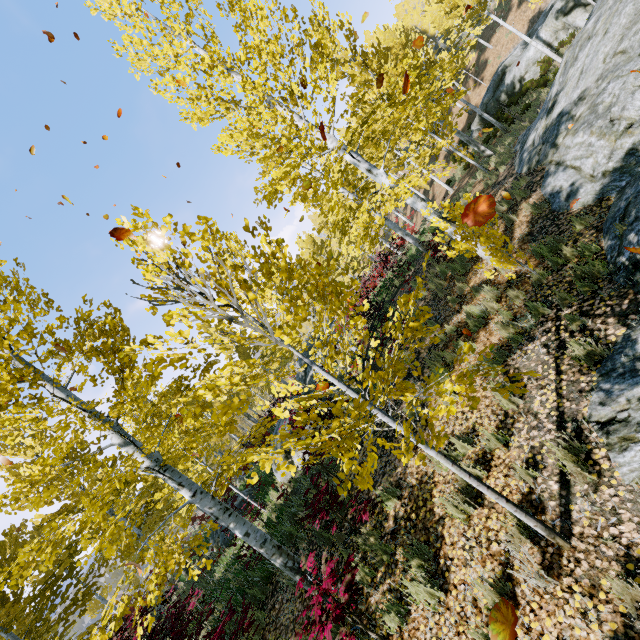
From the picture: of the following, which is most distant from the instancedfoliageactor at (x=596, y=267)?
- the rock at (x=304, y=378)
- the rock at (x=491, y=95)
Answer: the rock at (x=304, y=378)

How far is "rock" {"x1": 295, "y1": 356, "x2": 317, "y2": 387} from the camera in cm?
1883

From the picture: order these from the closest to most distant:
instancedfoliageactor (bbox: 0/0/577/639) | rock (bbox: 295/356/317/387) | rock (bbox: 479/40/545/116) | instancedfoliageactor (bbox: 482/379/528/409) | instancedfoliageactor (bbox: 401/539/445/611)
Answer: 1. instancedfoliageactor (bbox: 482/379/528/409)
2. instancedfoliageactor (bbox: 0/0/577/639)
3. instancedfoliageactor (bbox: 401/539/445/611)
4. rock (bbox: 295/356/317/387)
5. rock (bbox: 479/40/545/116)

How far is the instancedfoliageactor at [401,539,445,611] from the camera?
3.7m

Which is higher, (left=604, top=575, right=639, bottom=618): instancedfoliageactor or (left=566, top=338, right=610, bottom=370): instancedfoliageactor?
(left=566, top=338, right=610, bottom=370): instancedfoliageactor

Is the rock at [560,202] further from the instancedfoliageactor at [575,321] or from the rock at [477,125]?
the rock at [477,125]

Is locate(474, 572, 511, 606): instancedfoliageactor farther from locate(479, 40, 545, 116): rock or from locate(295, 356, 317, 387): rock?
locate(295, 356, 317, 387): rock

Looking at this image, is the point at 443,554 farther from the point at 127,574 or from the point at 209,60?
the point at 209,60
